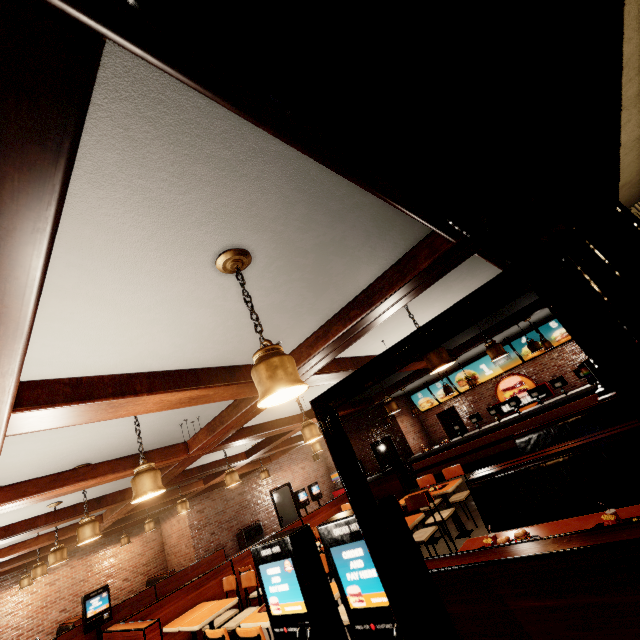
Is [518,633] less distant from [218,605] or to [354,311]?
[354,311]
